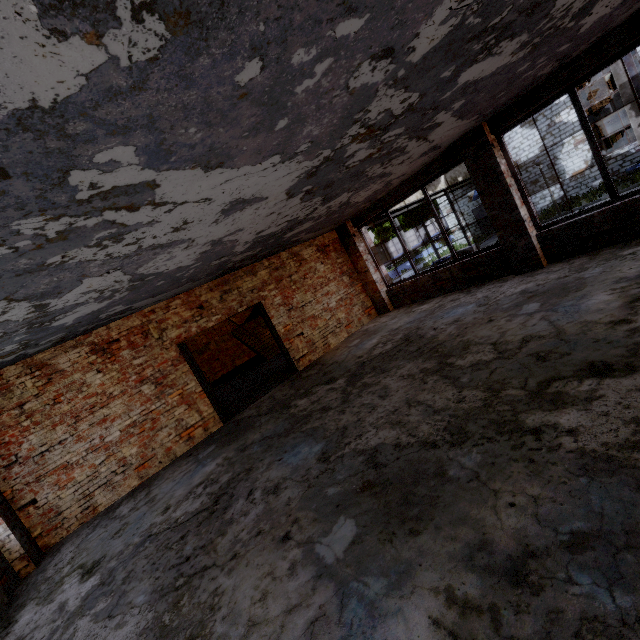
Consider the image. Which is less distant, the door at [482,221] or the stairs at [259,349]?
the stairs at [259,349]

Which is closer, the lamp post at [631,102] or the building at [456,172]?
the lamp post at [631,102]

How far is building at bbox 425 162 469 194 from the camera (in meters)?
17.03

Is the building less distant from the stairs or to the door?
the stairs

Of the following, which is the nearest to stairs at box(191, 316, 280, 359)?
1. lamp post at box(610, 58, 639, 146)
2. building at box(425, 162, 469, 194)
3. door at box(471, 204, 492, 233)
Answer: building at box(425, 162, 469, 194)

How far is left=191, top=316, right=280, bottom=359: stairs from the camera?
14.2 meters

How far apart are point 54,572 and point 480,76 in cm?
883
